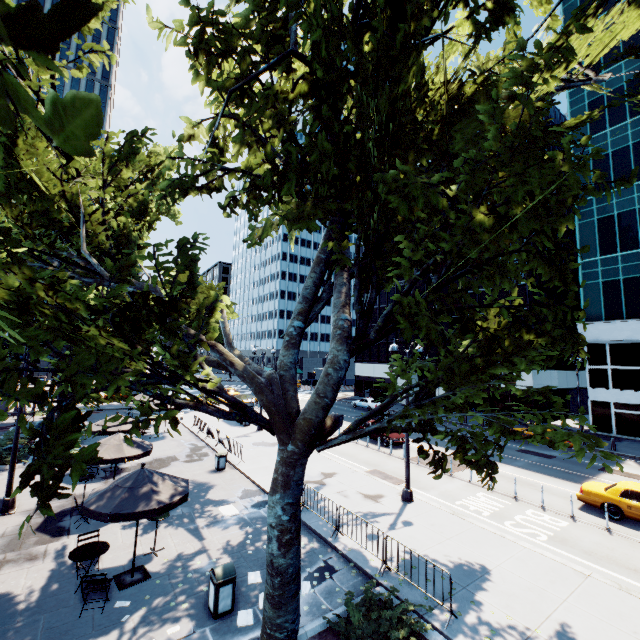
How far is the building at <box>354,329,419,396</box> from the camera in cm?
5289

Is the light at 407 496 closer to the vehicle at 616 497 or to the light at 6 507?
the vehicle at 616 497

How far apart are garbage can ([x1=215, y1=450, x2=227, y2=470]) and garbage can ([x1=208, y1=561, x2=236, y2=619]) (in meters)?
10.14

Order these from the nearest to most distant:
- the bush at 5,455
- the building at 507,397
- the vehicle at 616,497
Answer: the vehicle at 616,497, the bush at 5,455, the building at 507,397

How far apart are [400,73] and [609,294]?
36.82m

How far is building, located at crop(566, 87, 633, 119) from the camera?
33.7 meters

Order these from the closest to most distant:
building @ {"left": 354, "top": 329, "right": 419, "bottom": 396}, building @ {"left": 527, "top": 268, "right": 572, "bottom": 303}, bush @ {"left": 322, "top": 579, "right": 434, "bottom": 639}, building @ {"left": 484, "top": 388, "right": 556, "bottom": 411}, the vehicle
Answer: bush @ {"left": 322, "top": 579, "right": 434, "bottom": 639} < the vehicle < building @ {"left": 484, "top": 388, "right": 556, "bottom": 411} < building @ {"left": 527, "top": 268, "right": 572, "bottom": 303} < building @ {"left": 354, "top": 329, "right": 419, "bottom": 396}
